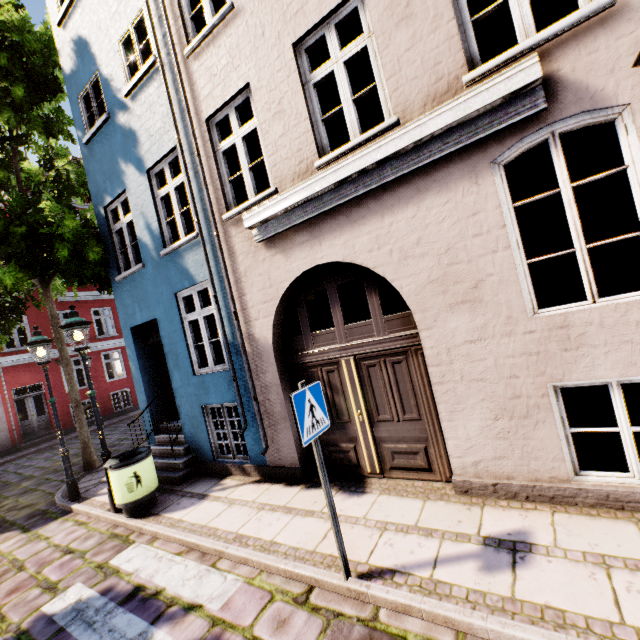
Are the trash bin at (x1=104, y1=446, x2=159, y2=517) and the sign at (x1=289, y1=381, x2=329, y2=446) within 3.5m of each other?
no

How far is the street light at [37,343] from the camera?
6.9m

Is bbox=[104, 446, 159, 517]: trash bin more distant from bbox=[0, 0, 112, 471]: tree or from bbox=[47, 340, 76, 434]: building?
bbox=[0, 0, 112, 471]: tree

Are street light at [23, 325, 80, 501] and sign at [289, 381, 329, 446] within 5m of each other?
no

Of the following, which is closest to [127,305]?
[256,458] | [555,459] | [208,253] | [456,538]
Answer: [208,253]

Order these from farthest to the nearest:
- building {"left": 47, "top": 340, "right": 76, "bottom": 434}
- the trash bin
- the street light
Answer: building {"left": 47, "top": 340, "right": 76, "bottom": 434}
the street light
the trash bin

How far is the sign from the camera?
3.0m

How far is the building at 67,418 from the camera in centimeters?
1661cm
